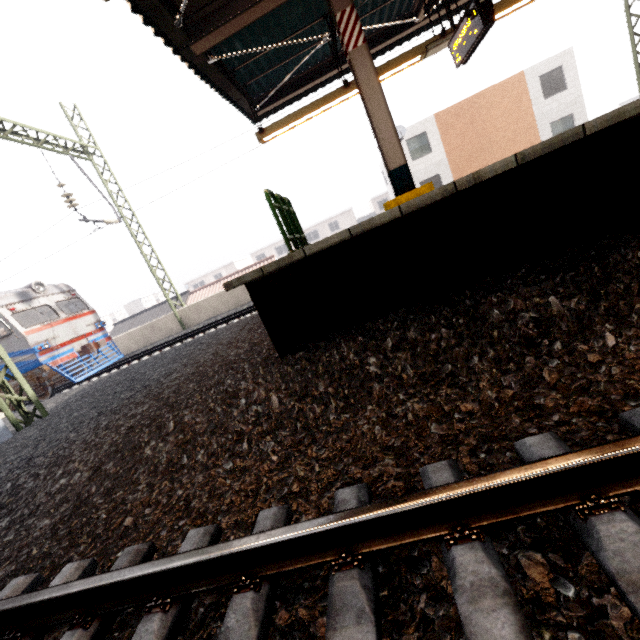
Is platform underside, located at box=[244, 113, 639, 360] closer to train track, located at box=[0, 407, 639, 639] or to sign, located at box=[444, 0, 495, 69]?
train track, located at box=[0, 407, 639, 639]

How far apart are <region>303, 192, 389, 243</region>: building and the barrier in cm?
4466

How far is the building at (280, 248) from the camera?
50.2m

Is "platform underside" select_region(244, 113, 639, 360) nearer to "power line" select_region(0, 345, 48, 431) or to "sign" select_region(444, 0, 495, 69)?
"sign" select_region(444, 0, 495, 69)

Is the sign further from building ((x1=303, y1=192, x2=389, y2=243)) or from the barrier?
building ((x1=303, y1=192, x2=389, y2=243))

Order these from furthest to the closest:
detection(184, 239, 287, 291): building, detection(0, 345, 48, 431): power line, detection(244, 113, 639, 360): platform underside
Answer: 1. detection(184, 239, 287, 291): building
2. detection(0, 345, 48, 431): power line
3. detection(244, 113, 639, 360): platform underside

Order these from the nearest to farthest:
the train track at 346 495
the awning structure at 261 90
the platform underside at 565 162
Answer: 1. the train track at 346 495
2. the platform underside at 565 162
3. the awning structure at 261 90

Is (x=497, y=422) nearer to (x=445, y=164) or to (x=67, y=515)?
(x=67, y=515)
